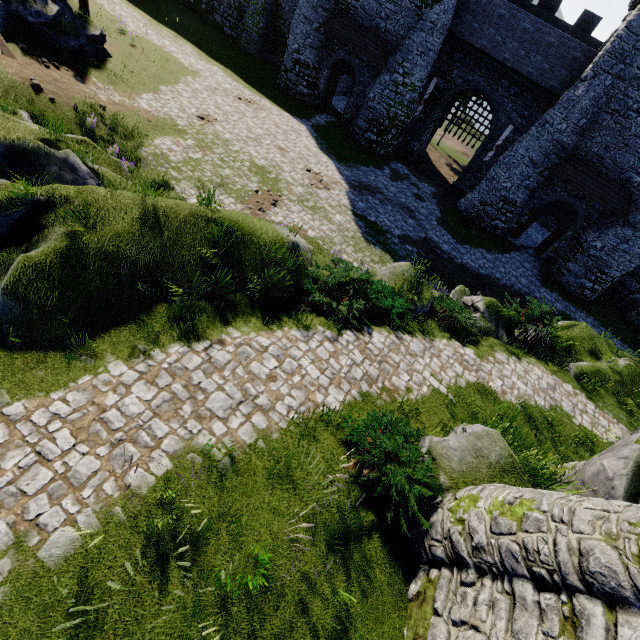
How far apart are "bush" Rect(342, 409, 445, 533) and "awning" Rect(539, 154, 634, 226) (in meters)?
22.58

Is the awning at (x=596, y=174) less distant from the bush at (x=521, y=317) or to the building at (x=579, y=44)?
the building at (x=579, y=44)

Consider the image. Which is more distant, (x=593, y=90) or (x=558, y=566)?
(x=593, y=90)

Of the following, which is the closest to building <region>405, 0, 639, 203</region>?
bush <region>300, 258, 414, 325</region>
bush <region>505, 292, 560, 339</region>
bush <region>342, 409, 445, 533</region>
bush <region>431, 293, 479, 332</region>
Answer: bush <region>505, 292, 560, 339</region>

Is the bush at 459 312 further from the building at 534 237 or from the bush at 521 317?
the building at 534 237

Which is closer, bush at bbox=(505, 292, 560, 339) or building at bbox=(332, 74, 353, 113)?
bush at bbox=(505, 292, 560, 339)

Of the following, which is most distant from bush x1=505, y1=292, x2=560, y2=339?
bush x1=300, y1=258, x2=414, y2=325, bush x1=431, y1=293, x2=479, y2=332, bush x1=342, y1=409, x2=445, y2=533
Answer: bush x1=342, y1=409, x2=445, y2=533

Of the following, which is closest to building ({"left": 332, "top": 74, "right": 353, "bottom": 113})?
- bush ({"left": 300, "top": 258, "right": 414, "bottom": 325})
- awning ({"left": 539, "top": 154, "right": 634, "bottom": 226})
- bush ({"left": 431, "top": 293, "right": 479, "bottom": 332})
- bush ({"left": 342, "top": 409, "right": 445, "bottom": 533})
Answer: awning ({"left": 539, "top": 154, "right": 634, "bottom": 226})
